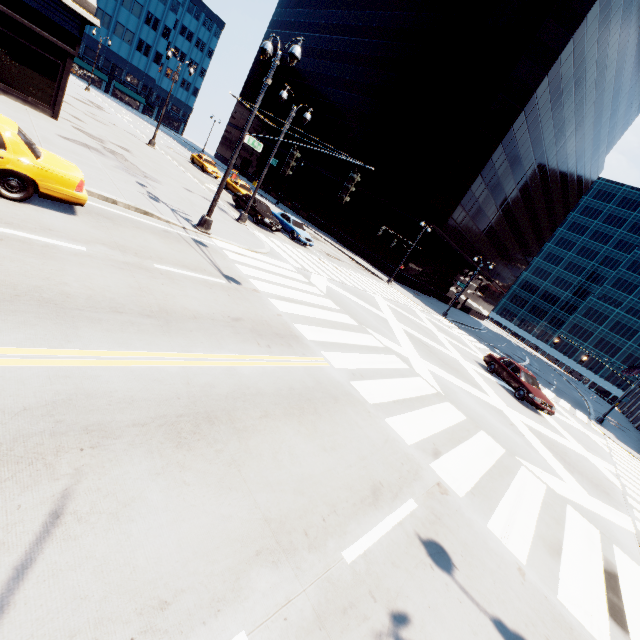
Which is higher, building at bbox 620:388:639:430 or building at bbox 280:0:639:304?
building at bbox 280:0:639:304

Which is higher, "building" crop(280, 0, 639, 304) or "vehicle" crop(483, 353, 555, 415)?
"building" crop(280, 0, 639, 304)

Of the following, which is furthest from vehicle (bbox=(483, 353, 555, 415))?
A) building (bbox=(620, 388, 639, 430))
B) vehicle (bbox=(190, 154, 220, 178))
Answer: vehicle (bbox=(190, 154, 220, 178))

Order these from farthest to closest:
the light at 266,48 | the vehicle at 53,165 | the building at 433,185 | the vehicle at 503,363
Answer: the building at 433,185, the vehicle at 503,363, the light at 266,48, the vehicle at 53,165

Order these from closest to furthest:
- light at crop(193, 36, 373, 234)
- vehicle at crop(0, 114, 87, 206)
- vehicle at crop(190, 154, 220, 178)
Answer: vehicle at crop(0, 114, 87, 206), light at crop(193, 36, 373, 234), vehicle at crop(190, 154, 220, 178)

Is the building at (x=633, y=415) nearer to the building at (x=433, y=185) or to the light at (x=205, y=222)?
the building at (x=433, y=185)

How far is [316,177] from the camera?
54.5 meters

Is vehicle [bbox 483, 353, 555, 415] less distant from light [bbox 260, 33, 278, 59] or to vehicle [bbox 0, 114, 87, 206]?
light [bbox 260, 33, 278, 59]
